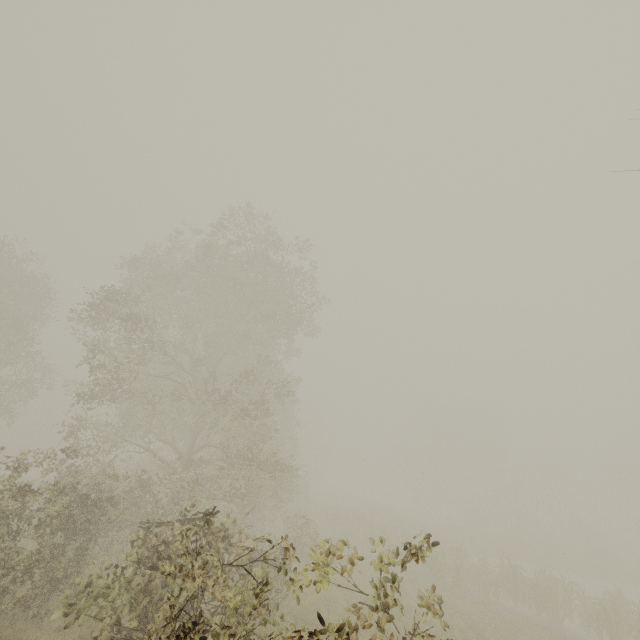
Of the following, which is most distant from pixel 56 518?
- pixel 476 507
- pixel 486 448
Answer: pixel 476 507
